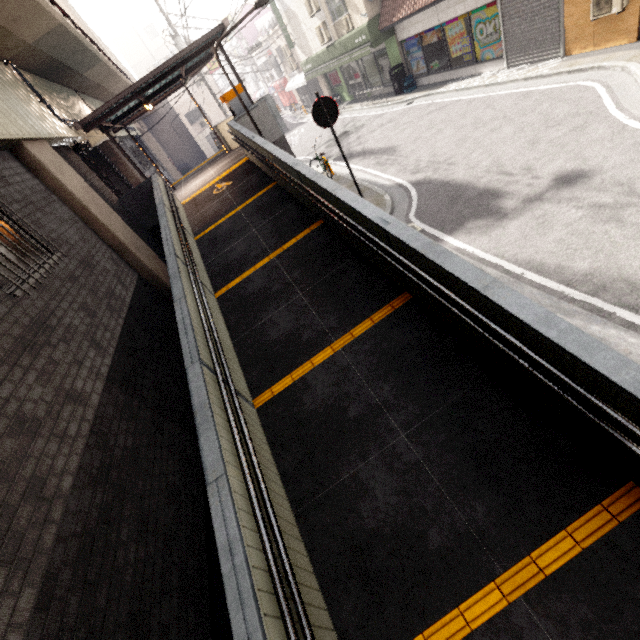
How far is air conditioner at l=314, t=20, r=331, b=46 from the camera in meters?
17.3

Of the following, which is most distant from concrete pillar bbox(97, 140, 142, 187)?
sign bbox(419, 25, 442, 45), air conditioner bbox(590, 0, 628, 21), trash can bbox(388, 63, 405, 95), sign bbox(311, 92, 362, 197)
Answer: air conditioner bbox(590, 0, 628, 21)

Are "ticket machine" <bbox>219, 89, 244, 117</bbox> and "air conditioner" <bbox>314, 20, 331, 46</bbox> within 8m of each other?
no

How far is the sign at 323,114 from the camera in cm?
776

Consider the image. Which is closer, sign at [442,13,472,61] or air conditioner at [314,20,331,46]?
sign at [442,13,472,61]

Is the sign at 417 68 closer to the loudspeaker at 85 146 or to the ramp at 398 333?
the ramp at 398 333

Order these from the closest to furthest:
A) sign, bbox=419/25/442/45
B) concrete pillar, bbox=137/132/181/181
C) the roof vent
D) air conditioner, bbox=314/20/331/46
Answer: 1. sign, bbox=419/25/442/45
2. the roof vent
3. air conditioner, bbox=314/20/331/46
4. concrete pillar, bbox=137/132/181/181

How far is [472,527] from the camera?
2.87m
